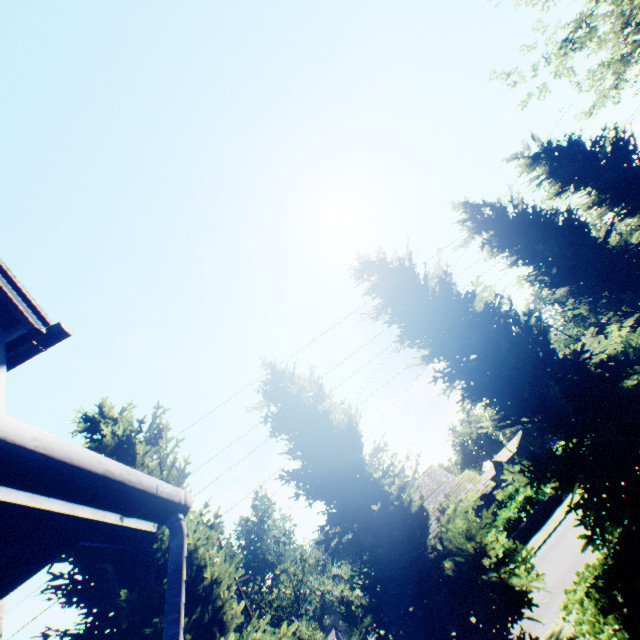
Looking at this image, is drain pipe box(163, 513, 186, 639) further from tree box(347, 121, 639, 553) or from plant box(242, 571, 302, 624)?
plant box(242, 571, 302, 624)

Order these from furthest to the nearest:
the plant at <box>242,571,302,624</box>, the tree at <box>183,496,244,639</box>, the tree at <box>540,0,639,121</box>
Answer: the plant at <box>242,571,302,624</box> < the tree at <box>540,0,639,121</box> < the tree at <box>183,496,244,639</box>

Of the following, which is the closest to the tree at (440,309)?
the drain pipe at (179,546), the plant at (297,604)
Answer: the plant at (297,604)

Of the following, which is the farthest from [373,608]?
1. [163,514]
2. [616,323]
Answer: [616,323]

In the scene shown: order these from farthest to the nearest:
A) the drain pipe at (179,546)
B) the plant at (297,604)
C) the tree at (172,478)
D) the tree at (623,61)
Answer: the plant at (297,604)
the tree at (623,61)
the tree at (172,478)
the drain pipe at (179,546)

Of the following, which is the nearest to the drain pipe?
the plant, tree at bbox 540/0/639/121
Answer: tree at bbox 540/0/639/121

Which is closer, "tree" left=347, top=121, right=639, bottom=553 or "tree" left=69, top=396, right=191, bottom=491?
"tree" left=347, top=121, right=639, bottom=553

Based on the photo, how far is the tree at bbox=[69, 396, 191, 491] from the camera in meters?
9.2
